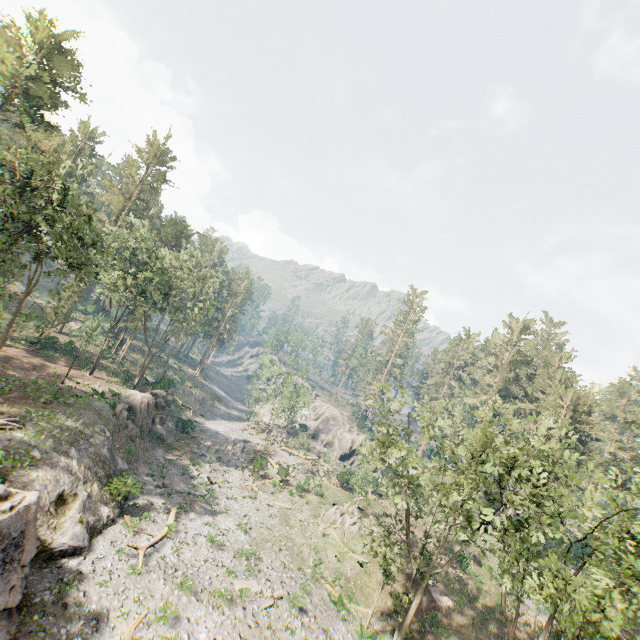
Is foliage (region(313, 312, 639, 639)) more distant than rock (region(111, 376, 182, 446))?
No

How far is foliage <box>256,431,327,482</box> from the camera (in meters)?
42.59

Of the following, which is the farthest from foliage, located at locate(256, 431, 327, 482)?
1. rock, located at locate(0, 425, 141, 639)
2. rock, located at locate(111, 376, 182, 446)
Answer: rock, located at locate(111, 376, 182, 446)

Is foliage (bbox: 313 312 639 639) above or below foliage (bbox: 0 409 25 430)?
above

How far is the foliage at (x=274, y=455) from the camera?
42.59m

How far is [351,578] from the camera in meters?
30.5 m

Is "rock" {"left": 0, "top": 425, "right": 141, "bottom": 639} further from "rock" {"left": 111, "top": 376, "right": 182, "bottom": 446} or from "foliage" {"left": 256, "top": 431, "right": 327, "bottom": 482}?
"foliage" {"left": 256, "top": 431, "right": 327, "bottom": 482}

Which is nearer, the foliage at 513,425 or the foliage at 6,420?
the foliage at 513,425
